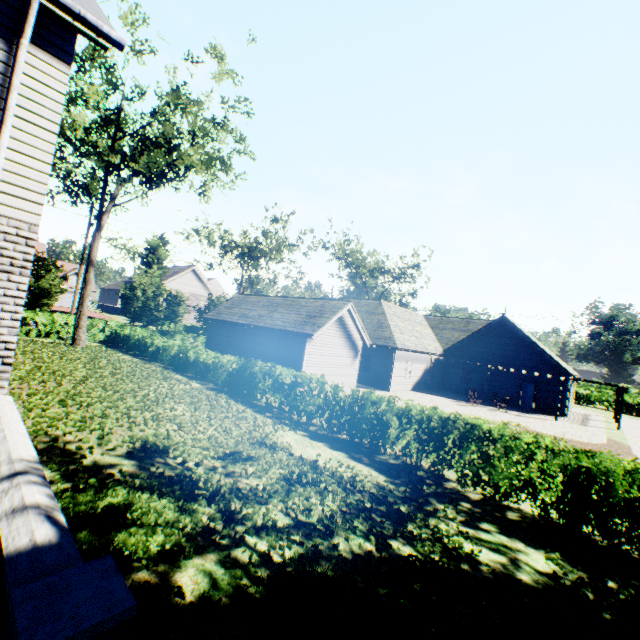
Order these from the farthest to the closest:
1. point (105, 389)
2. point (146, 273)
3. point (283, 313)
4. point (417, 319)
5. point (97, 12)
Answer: point (146, 273) < point (417, 319) < point (283, 313) < point (105, 389) < point (97, 12)

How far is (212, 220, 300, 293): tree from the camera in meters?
32.3

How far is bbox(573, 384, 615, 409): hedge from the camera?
37.4 meters

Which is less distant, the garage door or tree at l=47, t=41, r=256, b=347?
tree at l=47, t=41, r=256, b=347

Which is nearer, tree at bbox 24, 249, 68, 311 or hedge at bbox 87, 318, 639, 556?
hedge at bbox 87, 318, 639, 556

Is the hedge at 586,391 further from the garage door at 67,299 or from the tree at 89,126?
the garage door at 67,299

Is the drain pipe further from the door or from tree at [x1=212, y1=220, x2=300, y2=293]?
the door

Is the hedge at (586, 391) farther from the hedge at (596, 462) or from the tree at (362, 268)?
the hedge at (596, 462)
